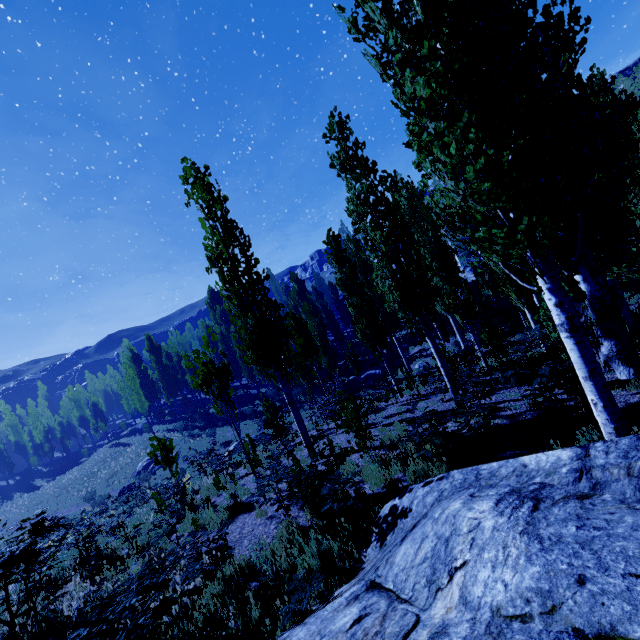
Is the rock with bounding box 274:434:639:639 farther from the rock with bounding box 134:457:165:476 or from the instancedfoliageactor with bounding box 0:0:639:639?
the rock with bounding box 134:457:165:476

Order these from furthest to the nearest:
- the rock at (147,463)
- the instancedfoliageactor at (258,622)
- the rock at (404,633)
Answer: the rock at (147,463) → the instancedfoliageactor at (258,622) → the rock at (404,633)

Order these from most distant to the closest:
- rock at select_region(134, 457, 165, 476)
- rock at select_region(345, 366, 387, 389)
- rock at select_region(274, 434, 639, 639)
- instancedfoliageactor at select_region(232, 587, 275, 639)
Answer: rock at select_region(134, 457, 165, 476), rock at select_region(345, 366, 387, 389), instancedfoliageactor at select_region(232, 587, 275, 639), rock at select_region(274, 434, 639, 639)

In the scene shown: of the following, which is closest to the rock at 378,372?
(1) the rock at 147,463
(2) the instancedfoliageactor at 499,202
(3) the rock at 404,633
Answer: (2) the instancedfoliageactor at 499,202

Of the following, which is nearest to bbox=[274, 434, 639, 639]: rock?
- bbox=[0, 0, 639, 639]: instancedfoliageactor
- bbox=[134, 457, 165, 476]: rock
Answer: bbox=[0, 0, 639, 639]: instancedfoliageactor

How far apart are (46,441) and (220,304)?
37.86m

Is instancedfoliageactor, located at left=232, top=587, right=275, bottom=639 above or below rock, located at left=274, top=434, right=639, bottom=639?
below

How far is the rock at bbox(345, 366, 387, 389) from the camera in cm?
2741
